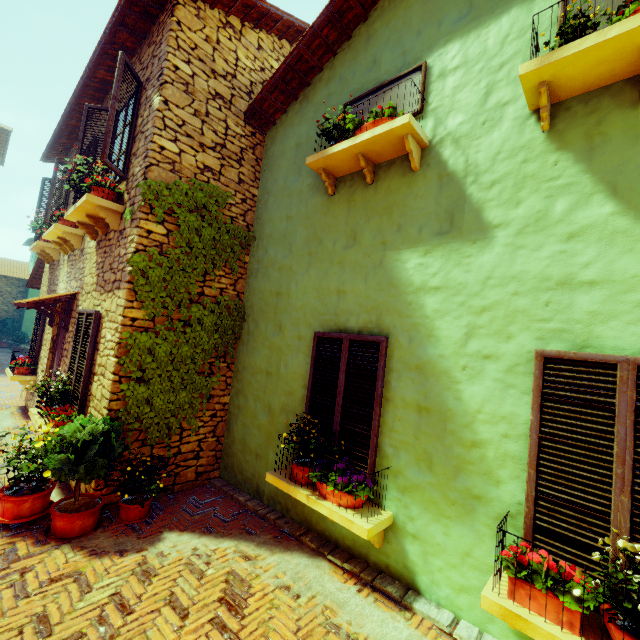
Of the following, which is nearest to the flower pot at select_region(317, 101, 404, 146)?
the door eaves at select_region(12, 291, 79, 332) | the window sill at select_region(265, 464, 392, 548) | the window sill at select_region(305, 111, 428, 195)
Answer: the window sill at select_region(305, 111, 428, 195)

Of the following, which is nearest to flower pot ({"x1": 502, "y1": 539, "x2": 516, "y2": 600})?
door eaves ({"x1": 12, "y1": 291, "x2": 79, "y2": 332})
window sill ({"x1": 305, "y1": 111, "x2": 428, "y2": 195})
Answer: window sill ({"x1": 305, "y1": 111, "x2": 428, "y2": 195})

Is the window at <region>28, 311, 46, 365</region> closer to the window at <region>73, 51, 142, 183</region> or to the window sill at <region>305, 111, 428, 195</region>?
the window at <region>73, 51, 142, 183</region>

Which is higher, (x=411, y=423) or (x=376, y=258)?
(x=376, y=258)

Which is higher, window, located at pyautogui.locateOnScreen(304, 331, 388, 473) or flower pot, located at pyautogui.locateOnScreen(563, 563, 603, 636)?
window, located at pyautogui.locateOnScreen(304, 331, 388, 473)

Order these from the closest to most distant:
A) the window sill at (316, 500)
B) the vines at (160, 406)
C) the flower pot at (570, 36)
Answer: the flower pot at (570, 36) → the window sill at (316, 500) → the vines at (160, 406)

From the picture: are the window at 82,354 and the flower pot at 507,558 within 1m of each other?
no

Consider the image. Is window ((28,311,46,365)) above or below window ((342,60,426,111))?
below
